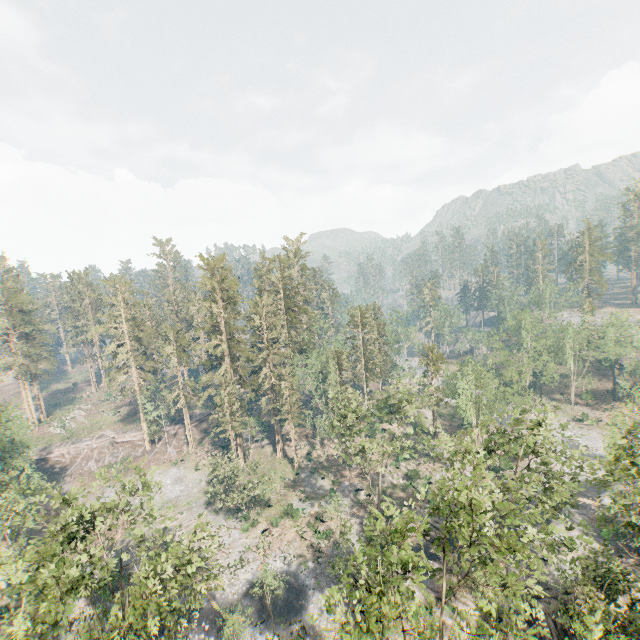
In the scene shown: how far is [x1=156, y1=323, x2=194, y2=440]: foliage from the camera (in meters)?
56.34

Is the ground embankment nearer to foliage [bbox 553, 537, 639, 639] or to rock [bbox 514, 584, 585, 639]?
foliage [bbox 553, 537, 639, 639]

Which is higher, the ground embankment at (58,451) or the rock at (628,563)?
the ground embankment at (58,451)

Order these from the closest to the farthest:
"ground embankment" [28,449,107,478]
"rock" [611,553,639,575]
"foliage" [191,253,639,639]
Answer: "foliage" [191,253,639,639], "rock" [611,553,639,575], "ground embankment" [28,449,107,478]

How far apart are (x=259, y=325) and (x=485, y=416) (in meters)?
36.73

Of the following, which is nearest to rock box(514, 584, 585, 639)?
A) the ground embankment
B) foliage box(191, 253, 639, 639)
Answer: foliage box(191, 253, 639, 639)

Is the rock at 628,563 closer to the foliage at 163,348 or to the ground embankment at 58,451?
the foliage at 163,348
